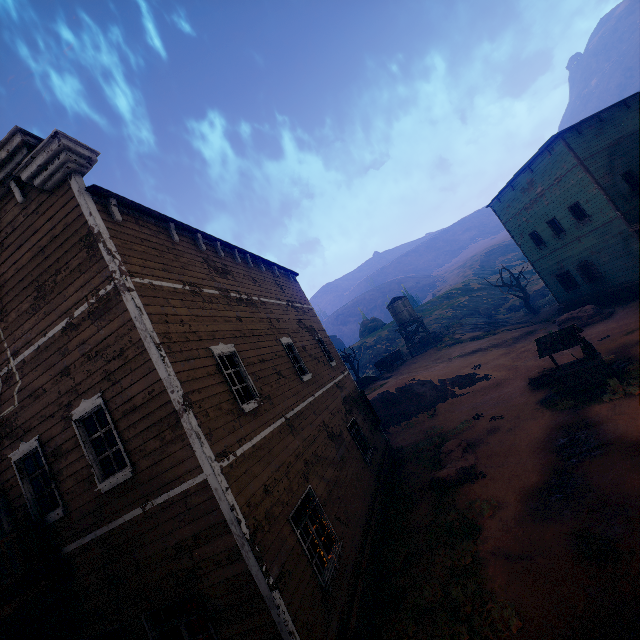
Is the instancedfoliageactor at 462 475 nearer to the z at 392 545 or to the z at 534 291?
the z at 392 545

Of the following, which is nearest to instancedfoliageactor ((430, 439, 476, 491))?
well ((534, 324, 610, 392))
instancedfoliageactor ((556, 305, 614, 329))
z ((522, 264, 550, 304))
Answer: well ((534, 324, 610, 392))

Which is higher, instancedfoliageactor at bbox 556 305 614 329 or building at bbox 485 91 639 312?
building at bbox 485 91 639 312

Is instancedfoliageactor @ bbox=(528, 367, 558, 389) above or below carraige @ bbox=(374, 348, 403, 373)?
below

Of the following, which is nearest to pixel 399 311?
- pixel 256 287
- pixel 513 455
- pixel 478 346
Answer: pixel 478 346

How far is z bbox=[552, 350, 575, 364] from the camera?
16.6 meters

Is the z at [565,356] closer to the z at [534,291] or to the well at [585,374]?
the well at [585,374]

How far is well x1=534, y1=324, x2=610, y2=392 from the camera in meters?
12.2
